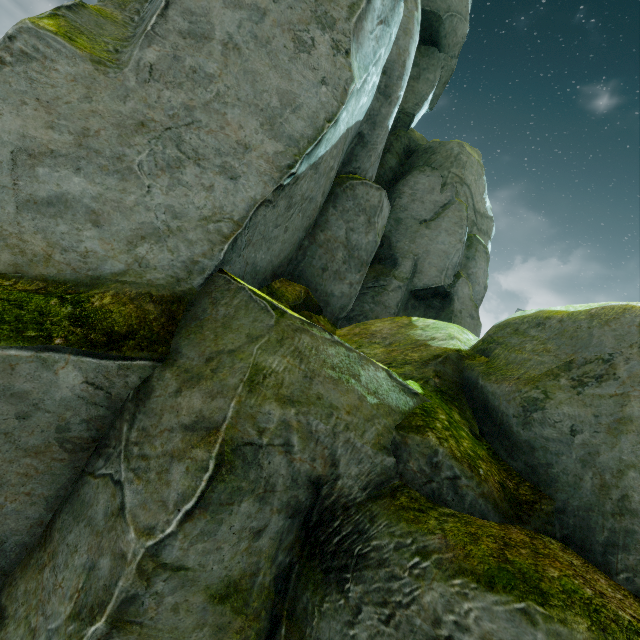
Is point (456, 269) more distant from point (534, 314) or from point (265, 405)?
point (265, 405)
